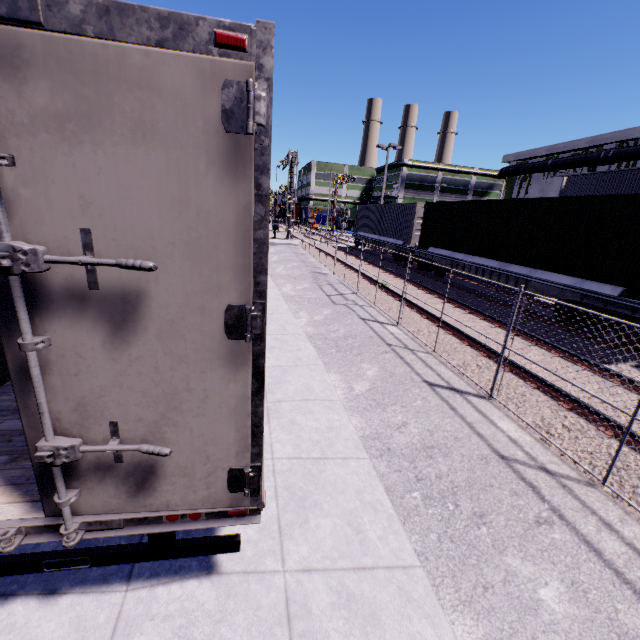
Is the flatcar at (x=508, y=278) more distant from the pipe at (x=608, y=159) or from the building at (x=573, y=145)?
the pipe at (x=608, y=159)

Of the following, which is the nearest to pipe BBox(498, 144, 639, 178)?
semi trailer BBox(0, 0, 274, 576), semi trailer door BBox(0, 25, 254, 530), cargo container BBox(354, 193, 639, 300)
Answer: cargo container BBox(354, 193, 639, 300)

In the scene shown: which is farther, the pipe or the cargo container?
the pipe

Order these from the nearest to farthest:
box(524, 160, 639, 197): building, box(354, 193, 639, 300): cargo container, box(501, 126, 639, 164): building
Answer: box(354, 193, 639, 300): cargo container, box(524, 160, 639, 197): building, box(501, 126, 639, 164): building

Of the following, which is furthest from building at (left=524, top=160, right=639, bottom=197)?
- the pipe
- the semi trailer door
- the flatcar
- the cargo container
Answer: the flatcar

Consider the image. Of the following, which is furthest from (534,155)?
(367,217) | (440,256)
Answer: (440,256)

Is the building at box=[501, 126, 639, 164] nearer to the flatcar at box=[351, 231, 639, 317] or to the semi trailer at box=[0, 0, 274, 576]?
the semi trailer at box=[0, 0, 274, 576]

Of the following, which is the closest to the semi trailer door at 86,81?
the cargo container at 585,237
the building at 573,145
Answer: the building at 573,145
